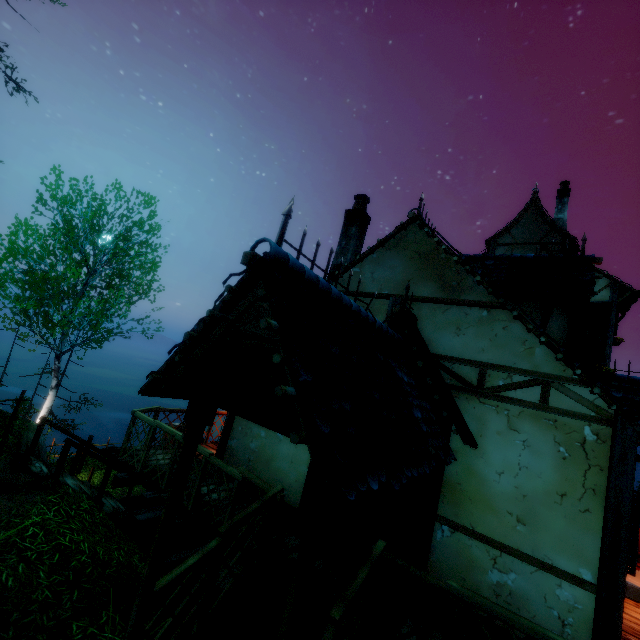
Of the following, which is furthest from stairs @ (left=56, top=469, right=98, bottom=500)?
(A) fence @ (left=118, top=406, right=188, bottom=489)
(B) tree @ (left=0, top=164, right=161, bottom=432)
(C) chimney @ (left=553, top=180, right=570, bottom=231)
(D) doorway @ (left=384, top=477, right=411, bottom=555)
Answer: Result: (C) chimney @ (left=553, top=180, right=570, bottom=231)

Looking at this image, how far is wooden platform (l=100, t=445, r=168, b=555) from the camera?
5.81m

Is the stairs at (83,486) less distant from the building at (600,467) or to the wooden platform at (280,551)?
A: the wooden platform at (280,551)

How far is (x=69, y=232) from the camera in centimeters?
1464cm

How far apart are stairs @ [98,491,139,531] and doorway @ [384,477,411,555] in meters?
5.3

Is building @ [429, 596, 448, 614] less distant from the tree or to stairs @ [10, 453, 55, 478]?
stairs @ [10, 453, 55, 478]

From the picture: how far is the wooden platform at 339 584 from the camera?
3.8m
